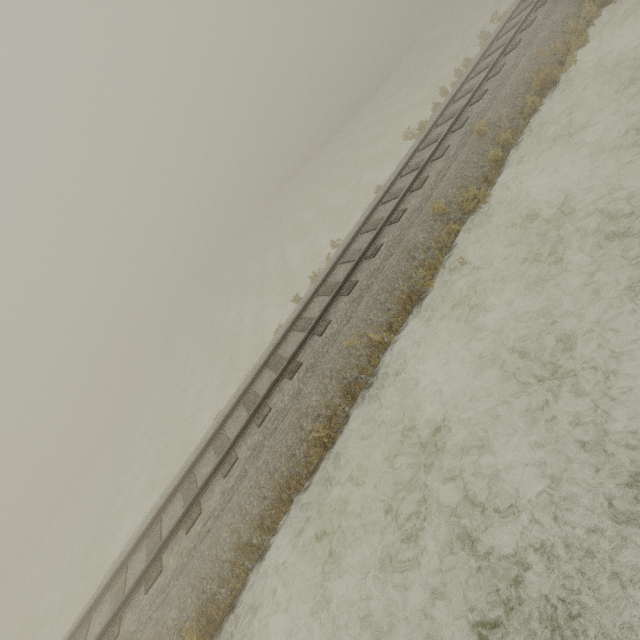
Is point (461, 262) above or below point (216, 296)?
above
